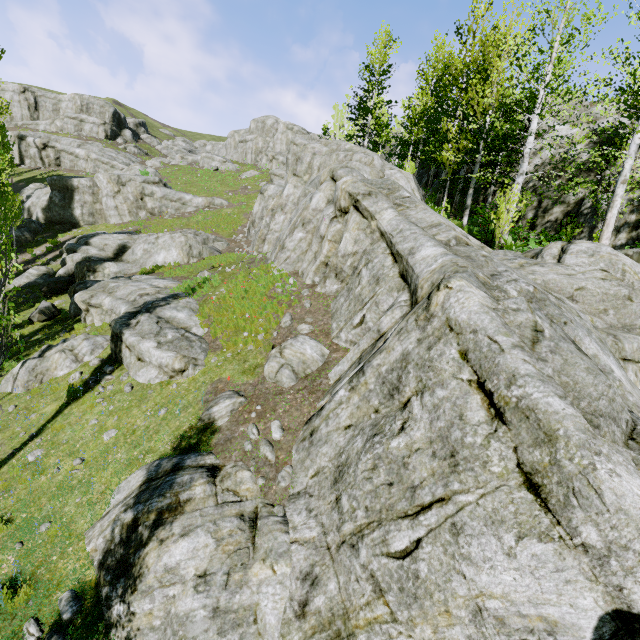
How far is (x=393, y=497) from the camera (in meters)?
4.59

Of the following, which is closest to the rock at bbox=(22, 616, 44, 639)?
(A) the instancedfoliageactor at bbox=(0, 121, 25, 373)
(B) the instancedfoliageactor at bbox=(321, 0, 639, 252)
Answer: (A) the instancedfoliageactor at bbox=(0, 121, 25, 373)

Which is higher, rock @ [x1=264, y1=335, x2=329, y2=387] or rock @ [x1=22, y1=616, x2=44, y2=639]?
rock @ [x1=264, y1=335, x2=329, y2=387]

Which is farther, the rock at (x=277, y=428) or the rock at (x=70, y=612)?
the rock at (x=277, y=428)

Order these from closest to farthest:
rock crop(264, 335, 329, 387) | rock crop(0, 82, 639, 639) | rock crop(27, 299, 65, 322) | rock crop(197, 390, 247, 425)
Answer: rock crop(0, 82, 639, 639) < rock crop(197, 390, 247, 425) < rock crop(264, 335, 329, 387) < rock crop(27, 299, 65, 322)

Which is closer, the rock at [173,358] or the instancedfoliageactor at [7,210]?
the instancedfoliageactor at [7,210]

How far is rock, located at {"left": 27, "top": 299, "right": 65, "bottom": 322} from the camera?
16.34m
